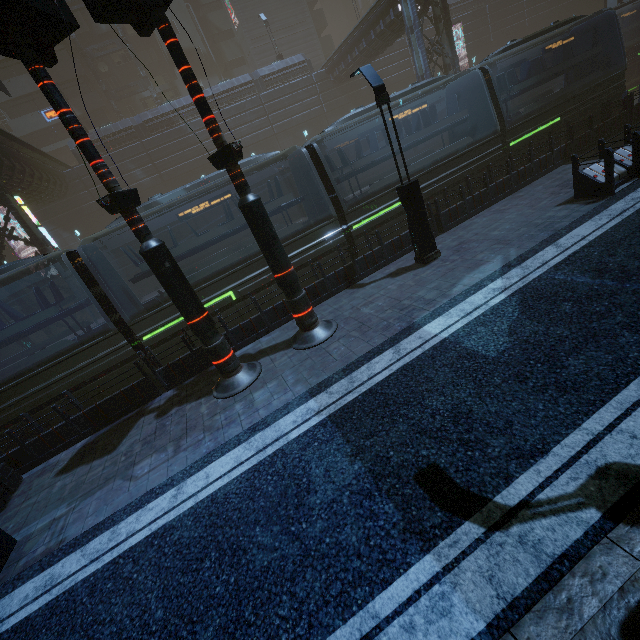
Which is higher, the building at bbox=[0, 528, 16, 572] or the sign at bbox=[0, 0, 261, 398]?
the sign at bbox=[0, 0, 261, 398]

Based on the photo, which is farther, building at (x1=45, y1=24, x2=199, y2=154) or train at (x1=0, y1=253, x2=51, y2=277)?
building at (x1=45, y1=24, x2=199, y2=154)

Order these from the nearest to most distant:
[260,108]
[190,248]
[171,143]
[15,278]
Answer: [190,248] → [15,278] → [171,143] → [260,108]

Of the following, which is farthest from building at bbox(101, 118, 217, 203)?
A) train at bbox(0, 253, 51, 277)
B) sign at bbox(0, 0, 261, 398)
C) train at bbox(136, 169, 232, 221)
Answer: train at bbox(0, 253, 51, 277)

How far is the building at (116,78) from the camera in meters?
35.6

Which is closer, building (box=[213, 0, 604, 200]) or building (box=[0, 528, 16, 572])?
building (box=[0, 528, 16, 572])

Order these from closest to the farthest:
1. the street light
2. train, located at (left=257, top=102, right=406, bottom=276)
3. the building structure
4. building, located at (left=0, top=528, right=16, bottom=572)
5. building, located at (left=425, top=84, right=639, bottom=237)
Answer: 1. building, located at (left=0, top=528, right=16, bottom=572)
2. the street light
3. building, located at (left=425, top=84, right=639, bottom=237)
4. train, located at (left=257, top=102, right=406, bottom=276)
5. the building structure

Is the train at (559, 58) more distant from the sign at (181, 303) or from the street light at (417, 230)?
the sign at (181, 303)
